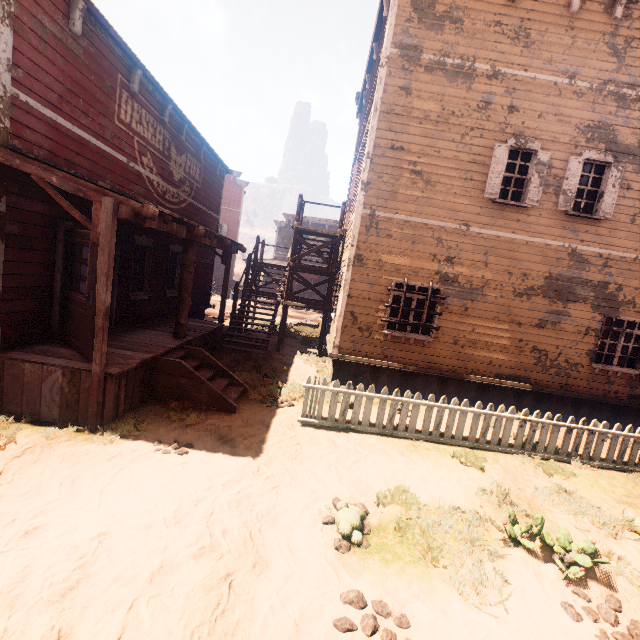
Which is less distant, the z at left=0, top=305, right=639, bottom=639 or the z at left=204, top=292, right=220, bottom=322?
the z at left=0, top=305, right=639, bottom=639

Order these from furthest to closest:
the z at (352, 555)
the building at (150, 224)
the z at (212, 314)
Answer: the z at (212, 314) < the building at (150, 224) < the z at (352, 555)

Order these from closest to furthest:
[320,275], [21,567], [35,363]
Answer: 1. [21,567]
2. [35,363]
3. [320,275]

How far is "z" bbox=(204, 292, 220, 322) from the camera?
17.10m

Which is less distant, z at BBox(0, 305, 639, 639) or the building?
z at BBox(0, 305, 639, 639)

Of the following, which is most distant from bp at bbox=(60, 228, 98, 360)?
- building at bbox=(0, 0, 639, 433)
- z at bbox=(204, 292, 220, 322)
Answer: z at bbox=(204, 292, 220, 322)

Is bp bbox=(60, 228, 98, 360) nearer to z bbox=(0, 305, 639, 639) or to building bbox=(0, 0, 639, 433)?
building bbox=(0, 0, 639, 433)

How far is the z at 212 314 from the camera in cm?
1710
